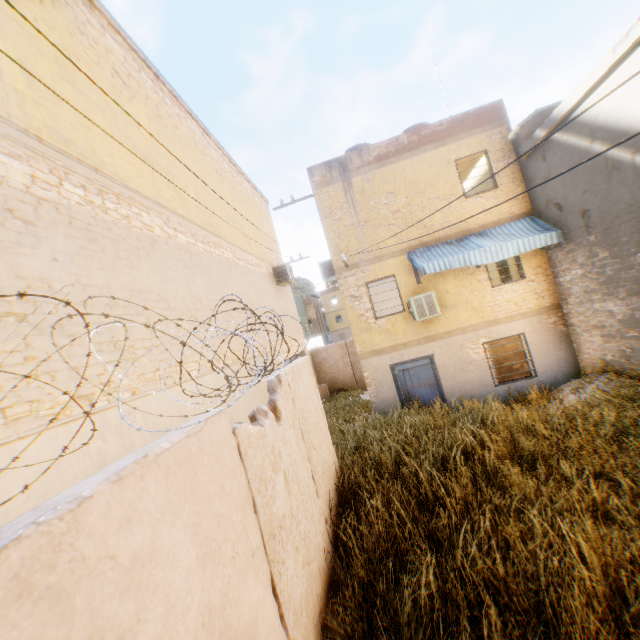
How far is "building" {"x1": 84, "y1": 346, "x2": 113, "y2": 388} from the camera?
3.95m

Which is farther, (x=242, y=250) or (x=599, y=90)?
(x=242, y=250)

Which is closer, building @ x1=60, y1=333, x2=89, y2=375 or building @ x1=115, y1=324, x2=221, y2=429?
building @ x1=60, y1=333, x2=89, y2=375

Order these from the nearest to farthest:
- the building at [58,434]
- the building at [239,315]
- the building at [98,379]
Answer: the building at [58,434]
the building at [98,379]
the building at [239,315]

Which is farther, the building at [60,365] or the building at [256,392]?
the building at [256,392]

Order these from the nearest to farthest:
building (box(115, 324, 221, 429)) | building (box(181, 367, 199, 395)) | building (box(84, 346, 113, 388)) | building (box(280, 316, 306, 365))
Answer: building (box(84, 346, 113, 388))
building (box(115, 324, 221, 429))
building (box(181, 367, 199, 395))
building (box(280, 316, 306, 365))
